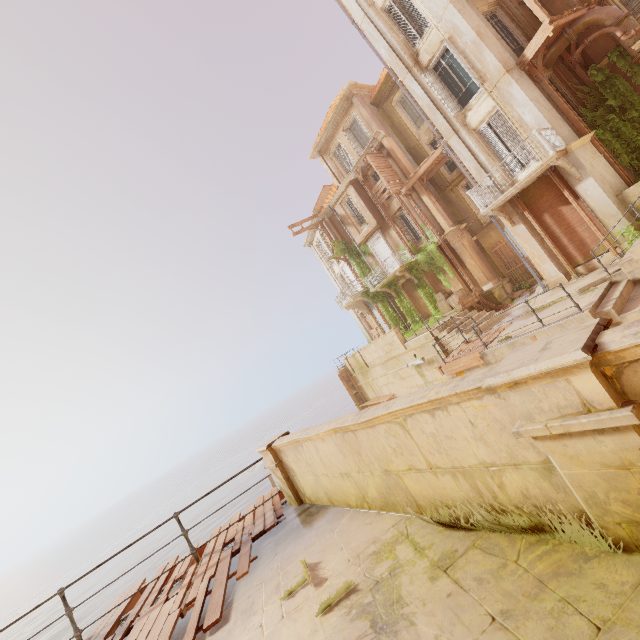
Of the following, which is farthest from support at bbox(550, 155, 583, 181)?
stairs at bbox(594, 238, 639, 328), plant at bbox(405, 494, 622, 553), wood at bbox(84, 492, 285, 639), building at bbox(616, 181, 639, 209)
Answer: plant at bbox(405, 494, 622, 553)

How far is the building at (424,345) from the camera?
9.5m

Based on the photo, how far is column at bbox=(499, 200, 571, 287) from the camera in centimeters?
1366cm

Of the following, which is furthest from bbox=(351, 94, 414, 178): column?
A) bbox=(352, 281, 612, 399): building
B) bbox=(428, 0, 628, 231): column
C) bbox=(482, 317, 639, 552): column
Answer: bbox=(482, 317, 639, 552): column

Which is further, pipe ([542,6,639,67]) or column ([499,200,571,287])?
column ([499,200,571,287])

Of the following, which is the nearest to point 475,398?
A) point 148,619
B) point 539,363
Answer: point 539,363

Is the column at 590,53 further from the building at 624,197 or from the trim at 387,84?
the trim at 387,84

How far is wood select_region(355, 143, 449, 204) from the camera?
19.60m
